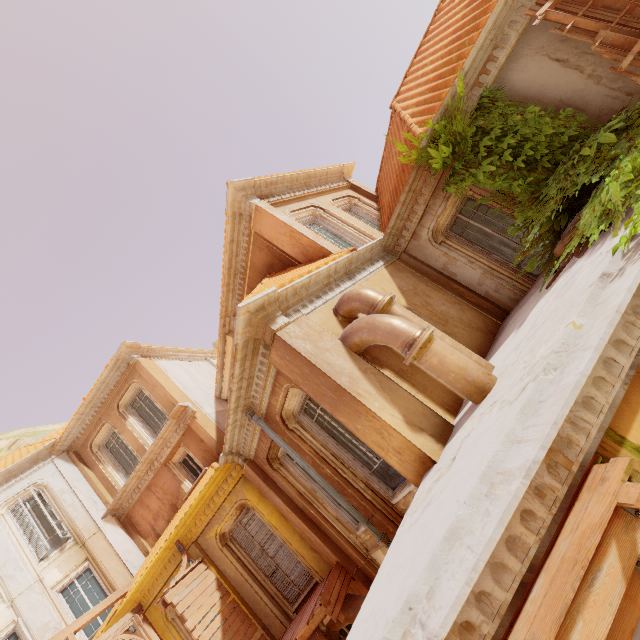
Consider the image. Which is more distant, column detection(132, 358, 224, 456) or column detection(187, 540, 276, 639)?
column detection(132, 358, 224, 456)

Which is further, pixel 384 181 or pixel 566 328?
pixel 384 181

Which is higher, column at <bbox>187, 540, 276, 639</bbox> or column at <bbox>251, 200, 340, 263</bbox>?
column at <bbox>251, 200, 340, 263</bbox>

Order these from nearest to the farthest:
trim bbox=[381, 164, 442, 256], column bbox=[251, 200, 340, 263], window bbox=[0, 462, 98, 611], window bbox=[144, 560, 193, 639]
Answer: trim bbox=[381, 164, 442, 256]
column bbox=[251, 200, 340, 263]
window bbox=[144, 560, 193, 639]
window bbox=[0, 462, 98, 611]

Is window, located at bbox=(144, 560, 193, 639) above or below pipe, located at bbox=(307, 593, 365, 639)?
above

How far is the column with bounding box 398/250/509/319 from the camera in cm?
825

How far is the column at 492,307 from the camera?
8.25m

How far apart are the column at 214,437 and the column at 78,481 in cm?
460
